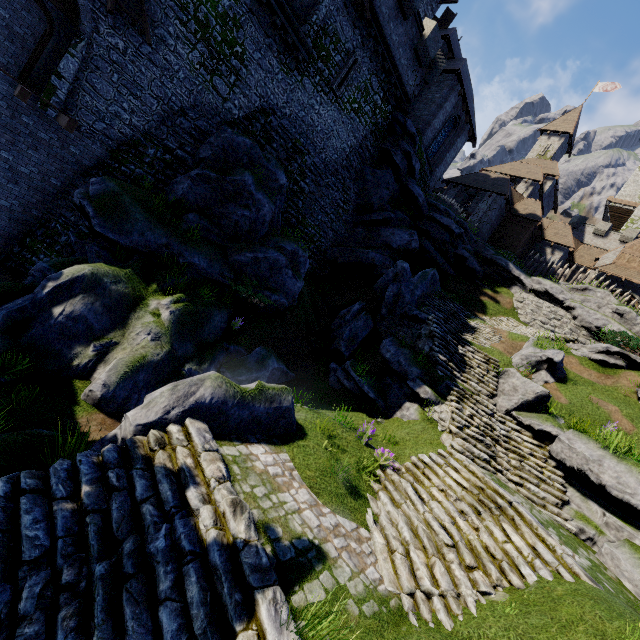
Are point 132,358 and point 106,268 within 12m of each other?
yes

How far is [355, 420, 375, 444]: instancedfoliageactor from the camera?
9.2 meters

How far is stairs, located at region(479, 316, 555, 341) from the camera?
19.1m

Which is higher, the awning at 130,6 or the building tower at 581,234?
the building tower at 581,234

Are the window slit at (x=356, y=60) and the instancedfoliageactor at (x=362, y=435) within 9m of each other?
no

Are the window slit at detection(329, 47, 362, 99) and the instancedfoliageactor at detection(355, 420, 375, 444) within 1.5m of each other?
no

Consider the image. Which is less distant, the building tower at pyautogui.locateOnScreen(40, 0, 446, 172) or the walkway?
the walkway

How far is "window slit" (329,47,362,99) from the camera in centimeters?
1802cm
